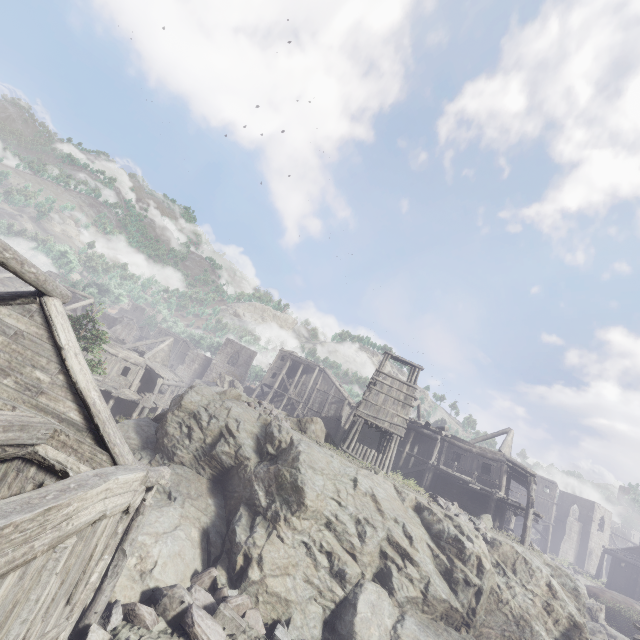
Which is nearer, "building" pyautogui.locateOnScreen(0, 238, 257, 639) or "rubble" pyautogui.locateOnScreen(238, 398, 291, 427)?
"building" pyautogui.locateOnScreen(0, 238, 257, 639)

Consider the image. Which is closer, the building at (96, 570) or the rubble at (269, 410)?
the building at (96, 570)

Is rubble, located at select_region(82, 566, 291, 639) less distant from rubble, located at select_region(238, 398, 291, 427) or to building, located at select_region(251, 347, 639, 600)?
building, located at select_region(251, 347, 639, 600)

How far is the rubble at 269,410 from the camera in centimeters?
1930cm

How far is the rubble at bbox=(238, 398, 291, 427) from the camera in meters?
19.3

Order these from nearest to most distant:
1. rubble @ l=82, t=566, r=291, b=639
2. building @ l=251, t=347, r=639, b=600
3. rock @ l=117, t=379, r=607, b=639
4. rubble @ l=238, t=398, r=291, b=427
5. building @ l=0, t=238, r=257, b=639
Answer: building @ l=0, t=238, r=257, b=639, rubble @ l=82, t=566, r=291, b=639, rock @ l=117, t=379, r=607, b=639, rubble @ l=238, t=398, r=291, b=427, building @ l=251, t=347, r=639, b=600

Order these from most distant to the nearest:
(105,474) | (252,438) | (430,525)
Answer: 1. (252,438)
2. (430,525)
3. (105,474)

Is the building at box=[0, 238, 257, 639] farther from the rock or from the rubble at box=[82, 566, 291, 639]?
the rubble at box=[82, 566, 291, 639]
